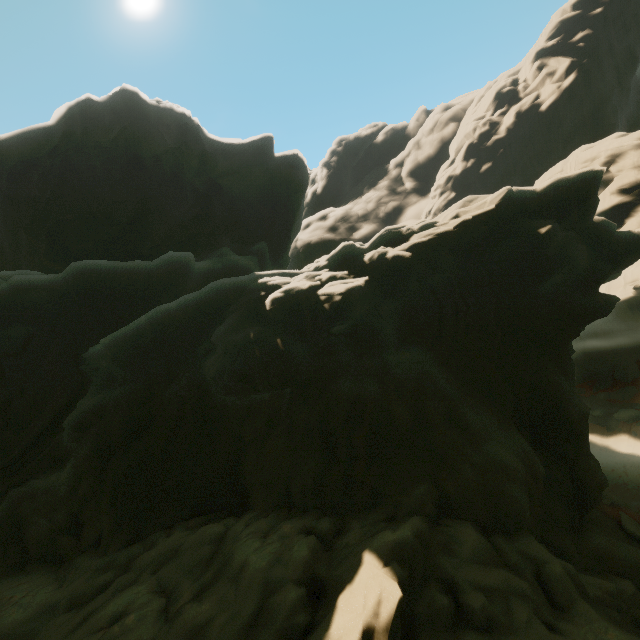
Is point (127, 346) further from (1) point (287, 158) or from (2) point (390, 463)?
(1) point (287, 158)
